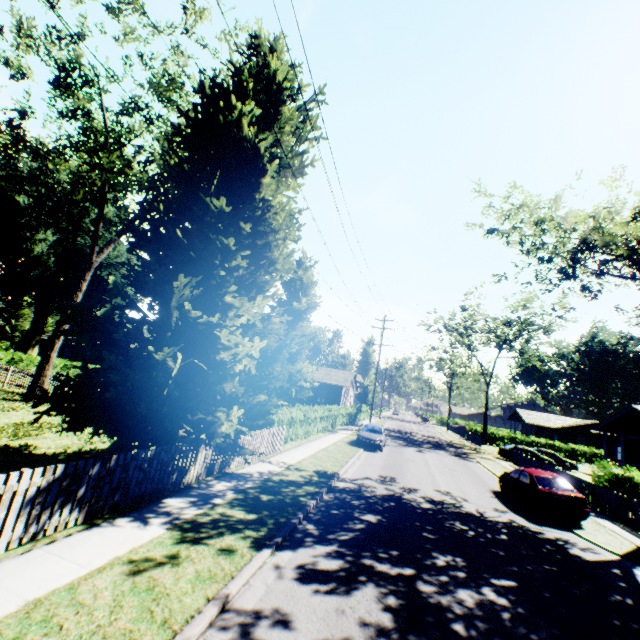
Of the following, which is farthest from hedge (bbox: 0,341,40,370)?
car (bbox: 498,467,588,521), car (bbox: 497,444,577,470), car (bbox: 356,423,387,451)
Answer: car (bbox: 497,444,577,470)

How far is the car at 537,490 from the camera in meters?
12.8

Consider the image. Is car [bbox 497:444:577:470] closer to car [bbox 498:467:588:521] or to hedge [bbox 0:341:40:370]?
car [bbox 498:467:588:521]

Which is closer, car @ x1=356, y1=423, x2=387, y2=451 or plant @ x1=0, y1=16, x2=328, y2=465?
plant @ x1=0, y1=16, x2=328, y2=465

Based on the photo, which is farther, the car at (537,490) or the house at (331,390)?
the house at (331,390)

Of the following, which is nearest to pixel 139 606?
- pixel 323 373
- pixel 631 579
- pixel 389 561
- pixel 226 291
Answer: pixel 389 561

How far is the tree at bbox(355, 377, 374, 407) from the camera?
53.56m

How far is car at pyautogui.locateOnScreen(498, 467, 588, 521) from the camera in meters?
12.8 m
